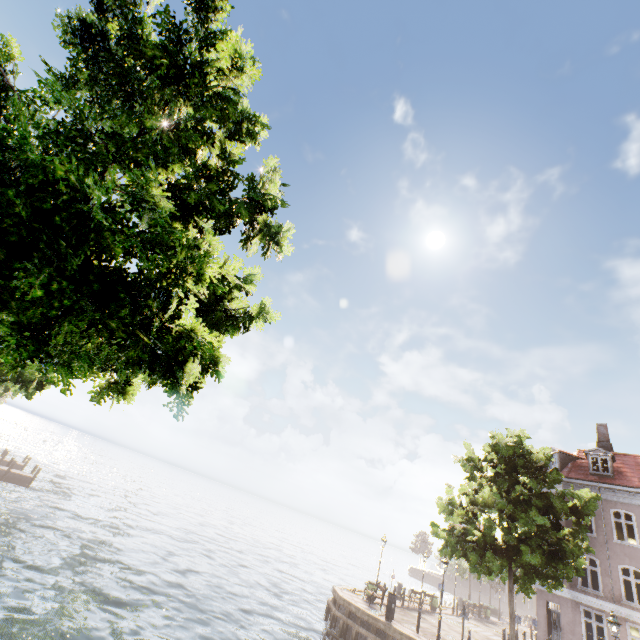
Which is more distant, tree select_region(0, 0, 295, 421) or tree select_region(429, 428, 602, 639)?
tree select_region(429, 428, 602, 639)

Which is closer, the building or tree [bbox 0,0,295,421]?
tree [bbox 0,0,295,421]

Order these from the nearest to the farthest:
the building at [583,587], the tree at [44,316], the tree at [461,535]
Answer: the tree at [44,316] → the tree at [461,535] → the building at [583,587]

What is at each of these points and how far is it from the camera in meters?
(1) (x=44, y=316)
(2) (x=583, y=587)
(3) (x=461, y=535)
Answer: (1) tree, 4.4
(2) building, 19.5
(3) tree, 16.1

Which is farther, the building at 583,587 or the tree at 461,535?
the building at 583,587

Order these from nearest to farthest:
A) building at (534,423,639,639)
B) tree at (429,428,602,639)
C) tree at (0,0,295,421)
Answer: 1. tree at (0,0,295,421)
2. tree at (429,428,602,639)
3. building at (534,423,639,639)
